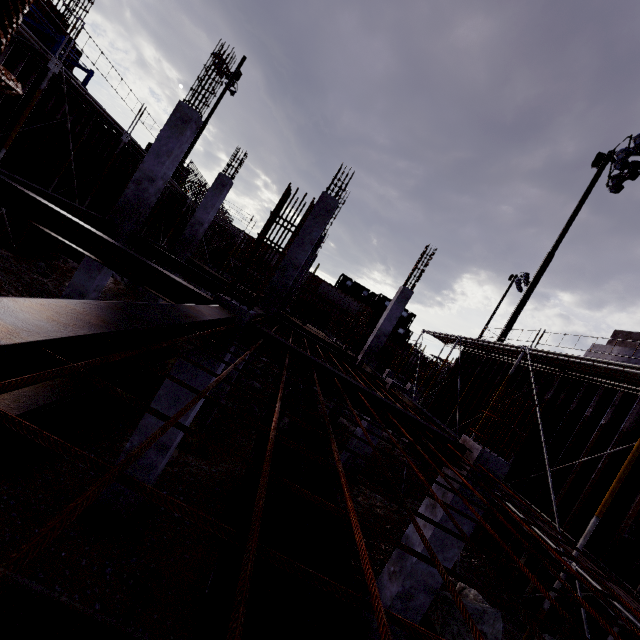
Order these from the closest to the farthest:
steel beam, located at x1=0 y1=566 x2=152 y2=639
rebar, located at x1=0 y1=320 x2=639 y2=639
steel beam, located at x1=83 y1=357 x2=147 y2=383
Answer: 1. steel beam, located at x1=0 y1=566 x2=152 y2=639
2. rebar, located at x1=0 y1=320 x2=639 y2=639
3. steel beam, located at x1=83 y1=357 x2=147 y2=383

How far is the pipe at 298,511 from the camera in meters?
4.0 m

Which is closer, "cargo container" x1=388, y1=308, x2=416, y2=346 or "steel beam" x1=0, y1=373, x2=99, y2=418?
"steel beam" x1=0, y1=373, x2=99, y2=418

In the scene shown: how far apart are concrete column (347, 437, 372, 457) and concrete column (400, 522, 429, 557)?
4.36m

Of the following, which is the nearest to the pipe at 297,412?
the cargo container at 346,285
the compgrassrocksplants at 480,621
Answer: the compgrassrocksplants at 480,621

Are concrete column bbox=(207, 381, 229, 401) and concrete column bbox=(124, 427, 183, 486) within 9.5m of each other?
yes

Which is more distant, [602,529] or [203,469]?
[203,469]

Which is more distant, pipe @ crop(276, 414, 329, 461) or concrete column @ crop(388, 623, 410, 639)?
pipe @ crop(276, 414, 329, 461)
